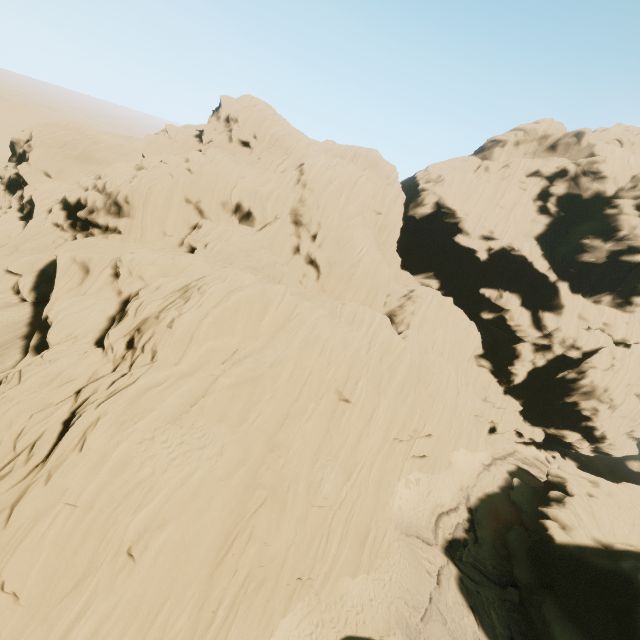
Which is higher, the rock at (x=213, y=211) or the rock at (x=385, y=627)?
the rock at (x=213, y=211)

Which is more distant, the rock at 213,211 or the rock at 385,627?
the rock at 385,627

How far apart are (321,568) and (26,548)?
16.2 meters

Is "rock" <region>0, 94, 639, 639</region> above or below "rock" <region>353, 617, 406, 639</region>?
above

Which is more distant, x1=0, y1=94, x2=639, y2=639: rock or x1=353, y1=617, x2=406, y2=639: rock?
x1=353, y1=617, x2=406, y2=639: rock
